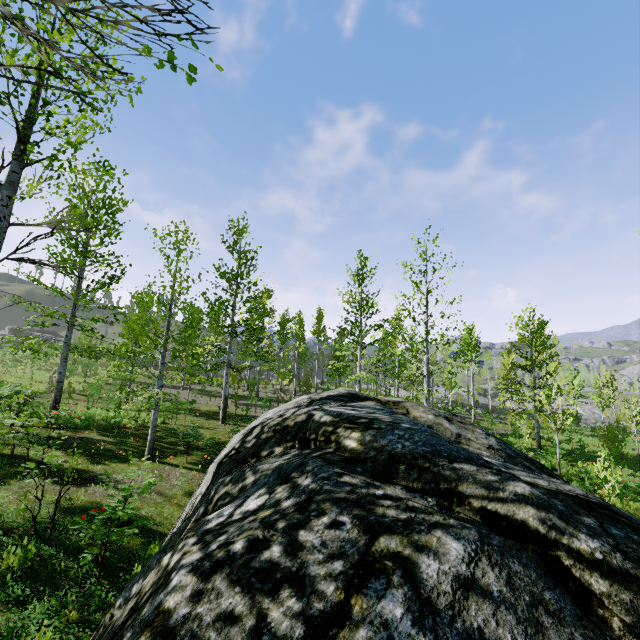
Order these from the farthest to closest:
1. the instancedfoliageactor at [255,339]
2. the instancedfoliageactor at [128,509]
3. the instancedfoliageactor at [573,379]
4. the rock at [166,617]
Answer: the instancedfoliageactor at [573,379], the instancedfoliageactor at [128,509], the instancedfoliageactor at [255,339], the rock at [166,617]

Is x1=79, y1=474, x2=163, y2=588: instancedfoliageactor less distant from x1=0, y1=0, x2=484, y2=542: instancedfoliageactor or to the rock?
x1=0, y1=0, x2=484, y2=542: instancedfoliageactor

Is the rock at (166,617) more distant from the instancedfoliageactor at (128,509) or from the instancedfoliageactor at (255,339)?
the instancedfoliageactor at (128,509)

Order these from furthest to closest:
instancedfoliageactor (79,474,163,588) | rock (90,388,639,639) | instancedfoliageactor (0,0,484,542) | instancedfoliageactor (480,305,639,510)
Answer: instancedfoliageactor (480,305,639,510) → instancedfoliageactor (79,474,163,588) → instancedfoliageactor (0,0,484,542) → rock (90,388,639,639)

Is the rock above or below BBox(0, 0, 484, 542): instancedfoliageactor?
below

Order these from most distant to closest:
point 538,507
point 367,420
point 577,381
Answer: point 577,381, point 367,420, point 538,507
